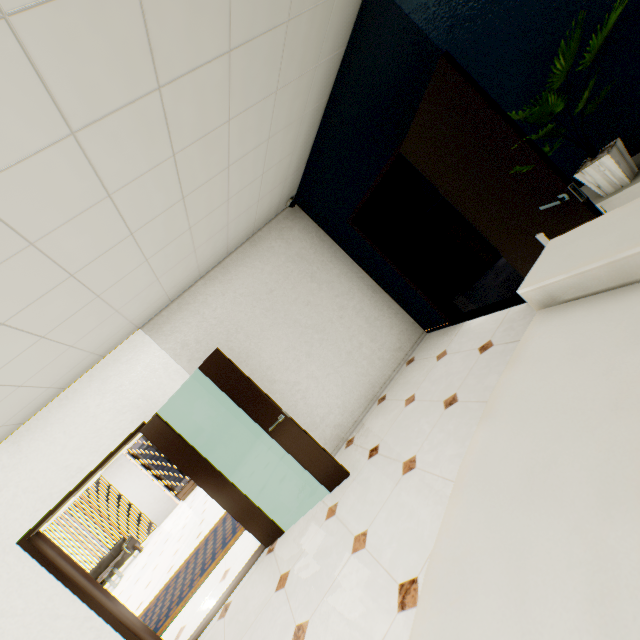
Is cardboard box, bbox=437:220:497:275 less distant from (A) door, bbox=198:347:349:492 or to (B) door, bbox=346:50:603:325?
(B) door, bbox=346:50:603:325

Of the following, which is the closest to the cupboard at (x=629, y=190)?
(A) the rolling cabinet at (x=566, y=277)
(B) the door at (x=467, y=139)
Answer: (B) the door at (x=467, y=139)

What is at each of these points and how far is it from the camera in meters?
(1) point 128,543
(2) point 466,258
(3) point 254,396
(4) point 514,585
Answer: (1) sofa, 11.0
(2) cardboard box, 5.4
(3) door, 3.6
(4) reception desk, 0.5

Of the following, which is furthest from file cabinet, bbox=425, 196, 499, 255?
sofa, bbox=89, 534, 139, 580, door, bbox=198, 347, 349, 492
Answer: sofa, bbox=89, 534, 139, 580

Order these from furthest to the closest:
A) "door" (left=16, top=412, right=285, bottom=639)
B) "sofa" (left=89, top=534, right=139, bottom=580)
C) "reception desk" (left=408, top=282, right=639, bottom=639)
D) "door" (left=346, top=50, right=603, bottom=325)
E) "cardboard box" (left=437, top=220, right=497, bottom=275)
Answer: "sofa" (left=89, top=534, right=139, bottom=580) < "cardboard box" (left=437, top=220, right=497, bottom=275) < "door" (left=16, top=412, right=285, bottom=639) < "door" (left=346, top=50, right=603, bottom=325) < "reception desk" (left=408, top=282, right=639, bottom=639)

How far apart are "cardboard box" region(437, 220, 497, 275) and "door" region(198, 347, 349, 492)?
3.8 meters

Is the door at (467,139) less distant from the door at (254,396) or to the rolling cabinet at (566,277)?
the rolling cabinet at (566,277)

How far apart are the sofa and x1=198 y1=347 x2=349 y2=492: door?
11.3 meters
